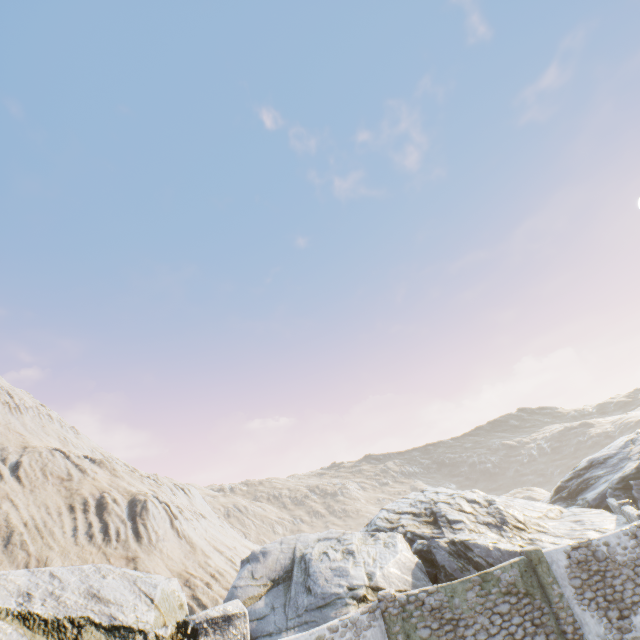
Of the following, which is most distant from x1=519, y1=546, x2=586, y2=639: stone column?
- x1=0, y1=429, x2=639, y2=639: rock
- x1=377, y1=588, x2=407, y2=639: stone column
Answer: x1=377, y1=588, x2=407, y2=639: stone column

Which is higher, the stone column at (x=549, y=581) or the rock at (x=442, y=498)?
Answer: the rock at (x=442, y=498)

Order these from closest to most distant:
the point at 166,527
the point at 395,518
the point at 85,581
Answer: the point at 85,581
the point at 395,518
the point at 166,527

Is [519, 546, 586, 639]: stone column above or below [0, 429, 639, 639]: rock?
below

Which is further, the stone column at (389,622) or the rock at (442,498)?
the stone column at (389,622)

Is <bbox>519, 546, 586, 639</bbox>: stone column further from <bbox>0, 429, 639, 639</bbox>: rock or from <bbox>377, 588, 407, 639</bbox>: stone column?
<bbox>377, 588, 407, 639</bbox>: stone column
